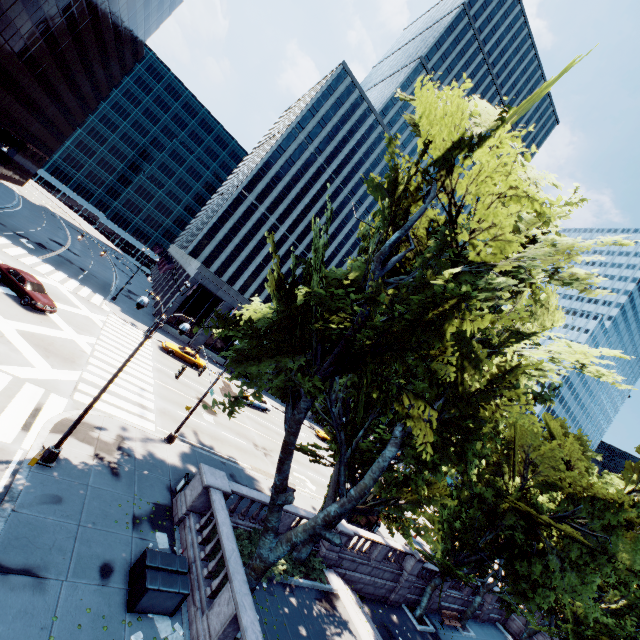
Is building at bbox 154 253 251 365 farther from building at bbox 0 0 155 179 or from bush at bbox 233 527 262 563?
bush at bbox 233 527 262 563

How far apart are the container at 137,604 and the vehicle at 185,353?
26.1 meters

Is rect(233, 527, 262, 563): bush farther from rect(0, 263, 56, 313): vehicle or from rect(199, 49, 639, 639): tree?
rect(0, 263, 56, 313): vehicle

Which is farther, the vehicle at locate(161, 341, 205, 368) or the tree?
the vehicle at locate(161, 341, 205, 368)

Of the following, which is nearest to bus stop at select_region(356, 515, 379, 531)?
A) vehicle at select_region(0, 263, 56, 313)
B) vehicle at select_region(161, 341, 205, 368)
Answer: vehicle at select_region(161, 341, 205, 368)

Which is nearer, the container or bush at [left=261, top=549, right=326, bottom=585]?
the container

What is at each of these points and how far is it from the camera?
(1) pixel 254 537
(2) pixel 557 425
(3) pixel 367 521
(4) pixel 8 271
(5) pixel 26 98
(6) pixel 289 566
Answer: (1) bush, 15.48m
(2) tree, 28.50m
(3) bus stop, 27.50m
(4) vehicle, 22.83m
(5) building, 48.16m
(6) bush, 15.69m

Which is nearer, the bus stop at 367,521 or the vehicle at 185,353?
the bus stop at 367,521
